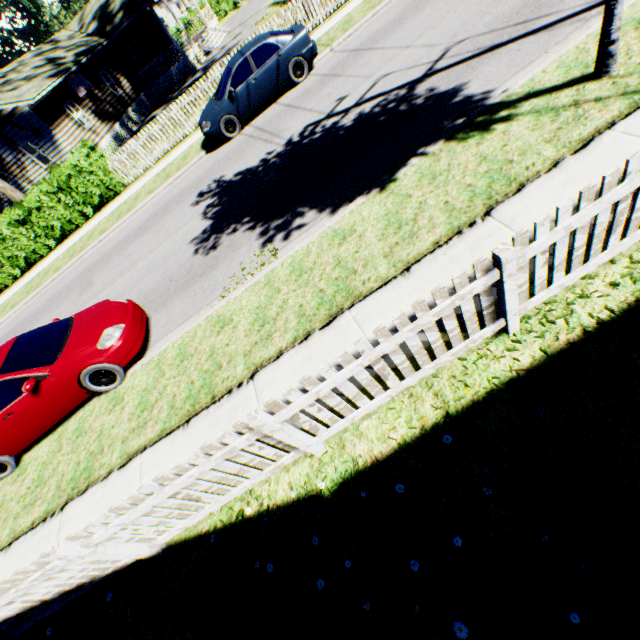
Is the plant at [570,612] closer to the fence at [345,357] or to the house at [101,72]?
→ the fence at [345,357]

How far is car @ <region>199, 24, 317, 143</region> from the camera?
10.5 meters

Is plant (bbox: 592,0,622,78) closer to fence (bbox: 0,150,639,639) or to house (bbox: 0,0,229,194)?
fence (bbox: 0,150,639,639)

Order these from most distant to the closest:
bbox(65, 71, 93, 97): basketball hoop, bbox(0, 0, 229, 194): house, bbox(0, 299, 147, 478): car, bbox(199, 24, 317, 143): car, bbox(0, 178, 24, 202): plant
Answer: bbox(65, 71, 93, 97): basketball hoop < bbox(0, 0, 229, 194): house < bbox(0, 178, 24, 202): plant < bbox(199, 24, 317, 143): car < bbox(0, 299, 147, 478): car

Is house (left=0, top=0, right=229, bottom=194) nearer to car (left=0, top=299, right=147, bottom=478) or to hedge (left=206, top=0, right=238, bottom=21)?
hedge (left=206, top=0, right=238, bottom=21)

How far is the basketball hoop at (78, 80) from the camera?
20.2 meters

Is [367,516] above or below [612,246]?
below

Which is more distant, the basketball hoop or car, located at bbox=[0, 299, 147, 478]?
the basketball hoop
